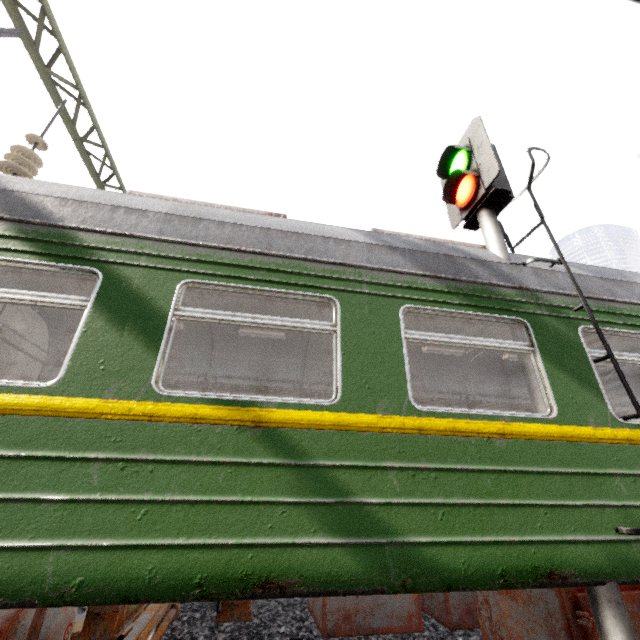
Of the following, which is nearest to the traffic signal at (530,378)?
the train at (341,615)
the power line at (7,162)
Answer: the train at (341,615)

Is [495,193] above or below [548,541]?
above

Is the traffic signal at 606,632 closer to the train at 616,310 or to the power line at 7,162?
the train at 616,310

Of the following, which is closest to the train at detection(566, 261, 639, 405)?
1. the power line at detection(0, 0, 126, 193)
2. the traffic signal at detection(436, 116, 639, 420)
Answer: the traffic signal at detection(436, 116, 639, 420)

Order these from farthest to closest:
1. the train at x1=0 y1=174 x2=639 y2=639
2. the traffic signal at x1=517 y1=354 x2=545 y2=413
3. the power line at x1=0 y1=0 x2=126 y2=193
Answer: the power line at x1=0 y1=0 x2=126 y2=193
the traffic signal at x1=517 y1=354 x2=545 y2=413
the train at x1=0 y1=174 x2=639 y2=639

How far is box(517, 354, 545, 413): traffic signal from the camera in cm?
278

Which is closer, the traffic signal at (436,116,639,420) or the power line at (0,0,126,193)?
the traffic signal at (436,116,639,420)

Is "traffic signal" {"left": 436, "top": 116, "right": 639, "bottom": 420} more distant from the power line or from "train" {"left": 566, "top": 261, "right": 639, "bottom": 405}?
the power line
